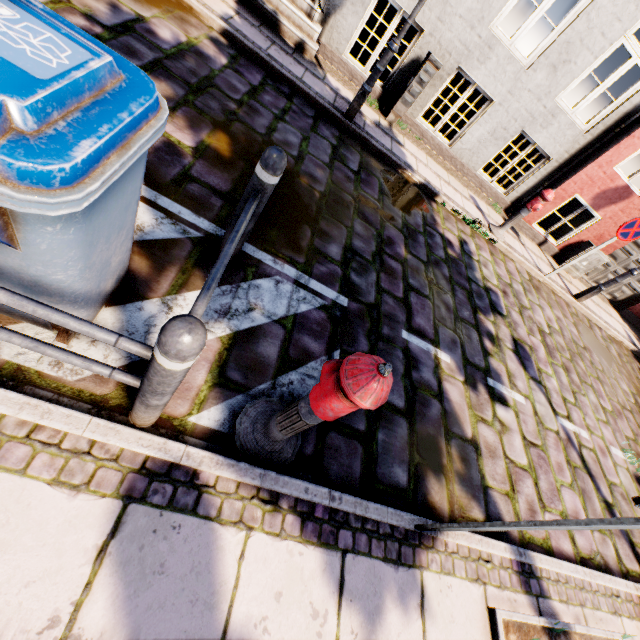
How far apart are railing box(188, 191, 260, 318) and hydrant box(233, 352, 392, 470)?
0.7 meters

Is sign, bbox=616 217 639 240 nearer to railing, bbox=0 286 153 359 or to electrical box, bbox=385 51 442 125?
electrical box, bbox=385 51 442 125

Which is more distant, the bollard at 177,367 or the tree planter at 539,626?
the tree planter at 539,626

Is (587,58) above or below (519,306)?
above

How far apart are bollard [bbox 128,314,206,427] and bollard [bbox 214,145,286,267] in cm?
126

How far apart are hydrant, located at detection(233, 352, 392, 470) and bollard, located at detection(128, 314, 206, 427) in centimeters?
47cm

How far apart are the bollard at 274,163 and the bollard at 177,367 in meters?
1.3 m

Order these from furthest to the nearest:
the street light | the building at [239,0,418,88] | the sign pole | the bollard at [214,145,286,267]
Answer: the building at [239,0,418,88]
the street light
the bollard at [214,145,286,267]
the sign pole
